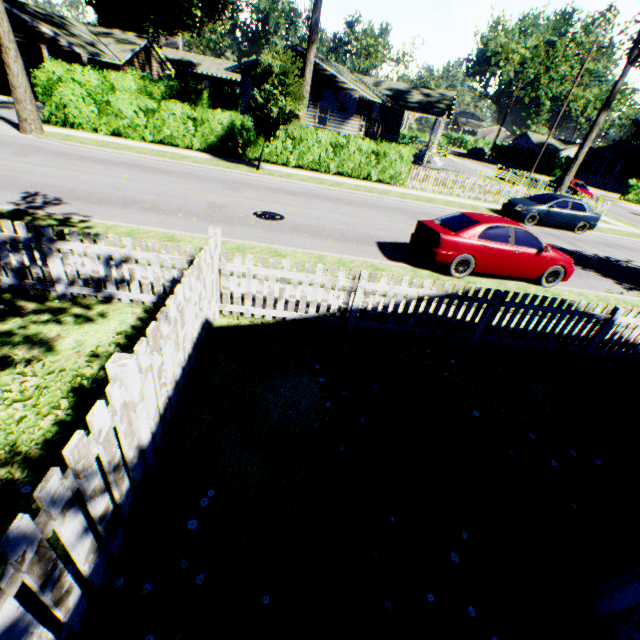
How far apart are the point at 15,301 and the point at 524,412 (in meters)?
8.55

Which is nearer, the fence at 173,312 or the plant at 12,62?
the fence at 173,312

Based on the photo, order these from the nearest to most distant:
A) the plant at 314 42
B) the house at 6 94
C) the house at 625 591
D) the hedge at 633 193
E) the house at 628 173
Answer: the house at 625 591
the plant at 314 42
the house at 6 94
the hedge at 633 193
the house at 628 173

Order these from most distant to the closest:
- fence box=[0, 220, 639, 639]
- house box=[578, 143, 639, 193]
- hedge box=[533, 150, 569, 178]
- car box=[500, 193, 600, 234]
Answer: hedge box=[533, 150, 569, 178], house box=[578, 143, 639, 193], car box=[500, 193, 600, 234], fence box=[0, 220, 639, 639]

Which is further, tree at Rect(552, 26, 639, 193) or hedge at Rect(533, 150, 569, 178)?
hedge at Rect(533, 150, 569, 178)

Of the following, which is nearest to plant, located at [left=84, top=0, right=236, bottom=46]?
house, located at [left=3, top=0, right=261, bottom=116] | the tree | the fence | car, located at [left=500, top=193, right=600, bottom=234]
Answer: house, located at [left=3, top=0, right=261, bottom=116]

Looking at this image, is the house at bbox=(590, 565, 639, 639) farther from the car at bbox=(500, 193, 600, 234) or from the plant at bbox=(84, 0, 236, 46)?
the car at bbox=(500, 193, 600, 234)

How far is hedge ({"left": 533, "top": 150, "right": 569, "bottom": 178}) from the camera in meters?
47.2 m
